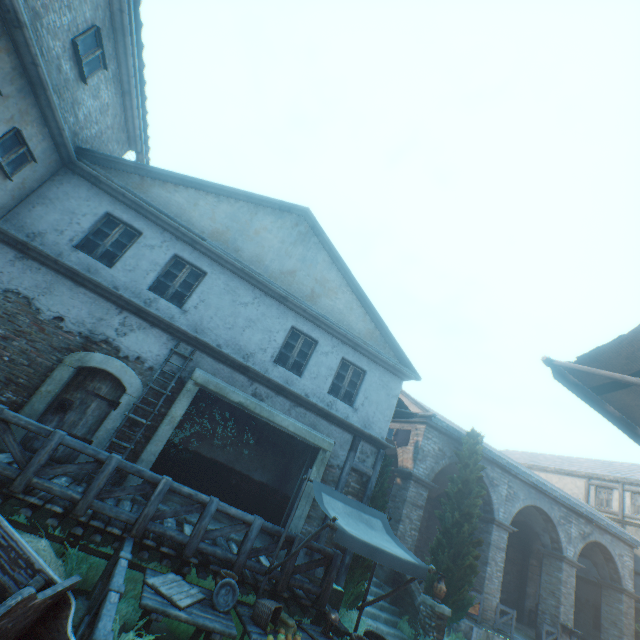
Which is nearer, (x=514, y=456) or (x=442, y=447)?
(x=442, y=447)

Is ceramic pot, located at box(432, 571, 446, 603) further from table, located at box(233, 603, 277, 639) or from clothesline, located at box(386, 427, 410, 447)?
table, located at box(233, 603, 277, 639)

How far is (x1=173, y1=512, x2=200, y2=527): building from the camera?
7.57m

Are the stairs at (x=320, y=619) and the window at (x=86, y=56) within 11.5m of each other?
no

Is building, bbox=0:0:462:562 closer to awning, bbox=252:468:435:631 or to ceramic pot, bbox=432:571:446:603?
awning, bbox=252:468:435:631

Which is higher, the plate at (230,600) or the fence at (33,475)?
the fence at (33,475)

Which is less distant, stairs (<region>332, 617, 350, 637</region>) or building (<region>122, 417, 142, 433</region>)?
stairs (<region>332, 617, 350, 637</region>)
